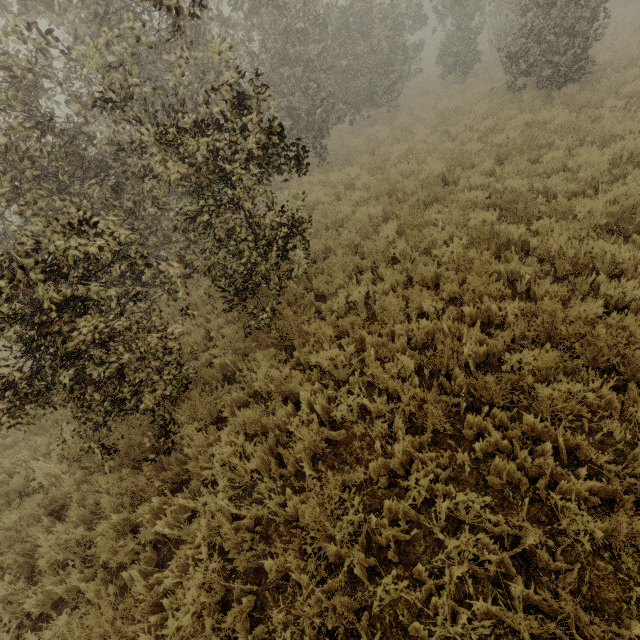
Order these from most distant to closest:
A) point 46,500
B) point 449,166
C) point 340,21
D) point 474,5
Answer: point 474,5 → point 340,21 → point 449,166 → point 46,500
